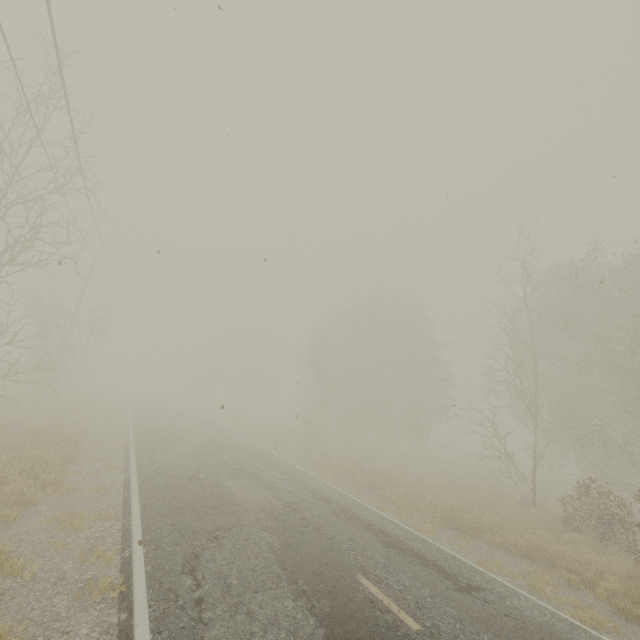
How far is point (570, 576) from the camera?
8.0 meters
